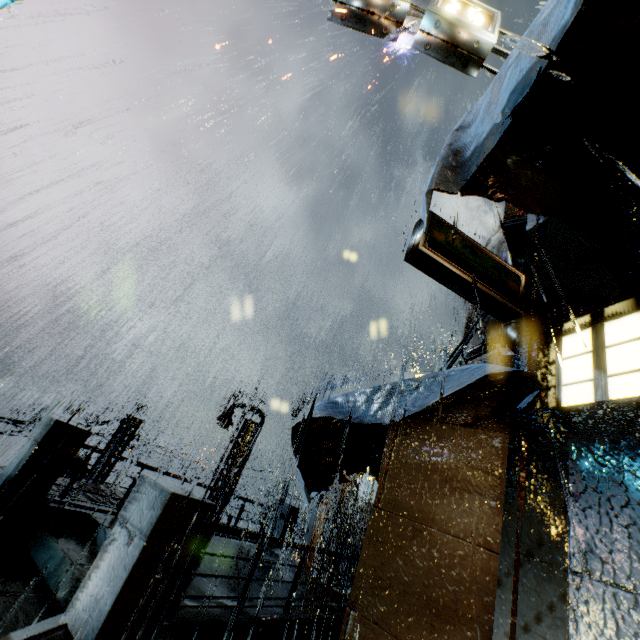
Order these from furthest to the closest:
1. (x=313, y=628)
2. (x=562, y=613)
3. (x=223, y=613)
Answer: (x=313, y=628)
(x=223, y=613)
(x=562, y=613)

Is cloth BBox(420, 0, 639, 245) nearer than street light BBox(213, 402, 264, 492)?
Yes

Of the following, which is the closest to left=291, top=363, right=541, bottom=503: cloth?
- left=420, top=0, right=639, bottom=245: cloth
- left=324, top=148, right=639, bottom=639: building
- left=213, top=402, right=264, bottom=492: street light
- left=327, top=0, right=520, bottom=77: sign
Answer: left=324, top=148, right=639, bottom=639: building

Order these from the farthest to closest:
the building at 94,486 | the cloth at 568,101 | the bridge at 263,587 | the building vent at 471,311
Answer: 1. the building at 94,486
2. the building vent at 471,311
3. the bridge at 263,587
4. the cloth at 568,101

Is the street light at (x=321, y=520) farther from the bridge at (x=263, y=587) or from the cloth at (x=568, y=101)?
the cloth at (x=568, y=101)

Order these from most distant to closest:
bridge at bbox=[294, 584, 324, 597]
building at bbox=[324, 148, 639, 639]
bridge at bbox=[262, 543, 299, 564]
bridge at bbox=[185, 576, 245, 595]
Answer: bridge at bbox=[262, 543, 299, 564] → bridge at bbox=[294, 584, 324, 597] → bridge at bbox=[185, 576, 245, 595] → building at bbox=[324, 148, 639, 639]

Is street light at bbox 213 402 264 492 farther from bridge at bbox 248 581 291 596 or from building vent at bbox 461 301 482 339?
building vent at bbox 461 301 482 339

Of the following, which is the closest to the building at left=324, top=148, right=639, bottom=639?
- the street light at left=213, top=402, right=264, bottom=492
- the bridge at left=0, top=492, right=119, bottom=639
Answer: the bridge at left=0, top=492, right=119, bottom=639
